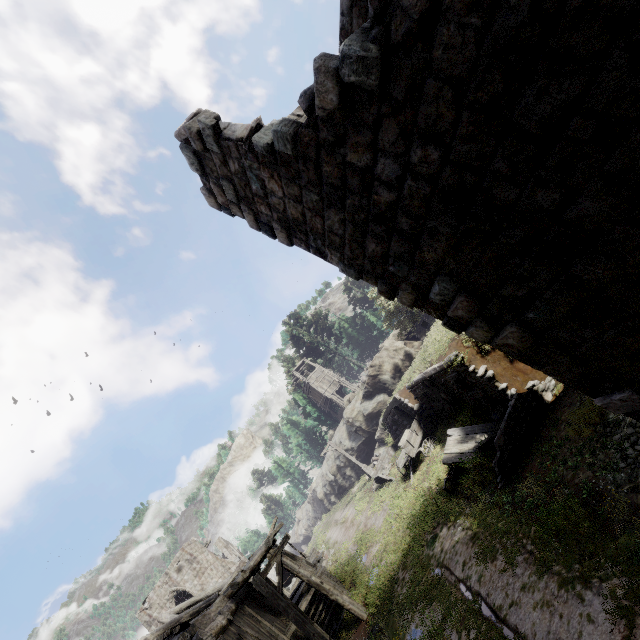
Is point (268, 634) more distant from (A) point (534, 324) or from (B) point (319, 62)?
(B) point (319, 62)

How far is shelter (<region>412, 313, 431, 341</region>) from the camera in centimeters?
3116cm

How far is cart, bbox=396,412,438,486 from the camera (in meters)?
17.45

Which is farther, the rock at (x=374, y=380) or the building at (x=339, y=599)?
the rock at (x=374, y=380)

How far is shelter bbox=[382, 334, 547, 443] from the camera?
10.8 meters

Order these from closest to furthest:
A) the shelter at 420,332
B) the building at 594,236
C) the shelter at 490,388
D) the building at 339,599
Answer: the building at 594,236, the shelter at 490,388, the building at 339,599, the shelter at 420,332

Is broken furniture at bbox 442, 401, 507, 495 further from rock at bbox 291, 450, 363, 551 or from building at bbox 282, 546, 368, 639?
rock at bbox 291, 450, 363, 551

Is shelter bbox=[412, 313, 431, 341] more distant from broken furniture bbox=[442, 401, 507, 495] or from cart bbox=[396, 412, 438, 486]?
broken furniture bbox=[442, 401, 507, 495]
